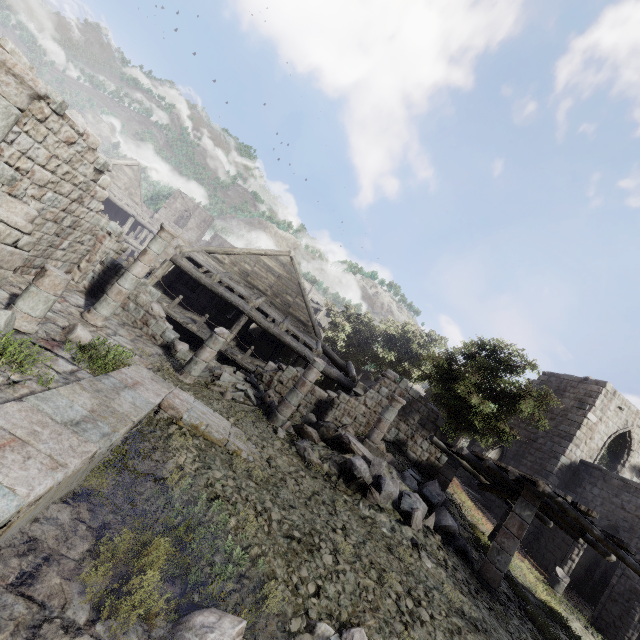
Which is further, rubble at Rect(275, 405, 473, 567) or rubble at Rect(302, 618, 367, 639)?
rubble at Rect(275, 405, 473, 567)

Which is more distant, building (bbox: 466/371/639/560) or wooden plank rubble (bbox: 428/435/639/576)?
building (bbox: 466/371/639/560)

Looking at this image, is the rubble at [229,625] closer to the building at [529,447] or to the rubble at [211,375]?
the building at [529,447]

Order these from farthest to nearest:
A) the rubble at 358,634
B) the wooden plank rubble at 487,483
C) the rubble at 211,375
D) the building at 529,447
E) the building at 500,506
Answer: the building at 529,447
the rubble at 211,375
the wooden plank rubble at 487,483
the rubble at 358,634
the building at 500,506

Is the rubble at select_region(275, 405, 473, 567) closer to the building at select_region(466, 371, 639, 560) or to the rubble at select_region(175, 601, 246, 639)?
the building at select_region(466, 371, 639, 560)

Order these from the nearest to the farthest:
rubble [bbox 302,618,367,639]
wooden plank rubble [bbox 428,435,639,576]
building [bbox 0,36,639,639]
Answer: building [bbox 0,36,639,639], rubble [bbox 302,618,367,639], wooden plank rubble [bbox 428,435,639,576]

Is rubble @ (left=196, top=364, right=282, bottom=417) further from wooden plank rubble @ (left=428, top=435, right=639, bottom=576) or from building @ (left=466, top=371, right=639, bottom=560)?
wooden plank rubble @ (left=428, top=435, right=639, bottom=576)

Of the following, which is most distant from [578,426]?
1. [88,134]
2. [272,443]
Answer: [88,134]
